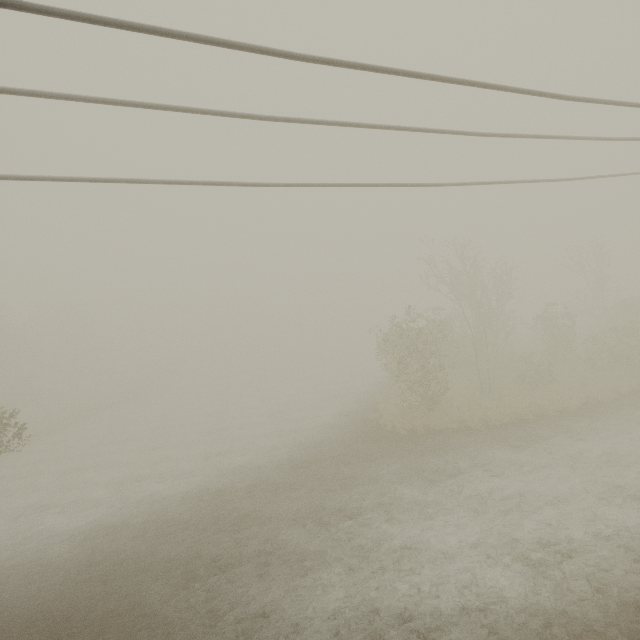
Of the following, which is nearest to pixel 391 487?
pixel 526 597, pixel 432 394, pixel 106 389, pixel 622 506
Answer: pixel 526 597
